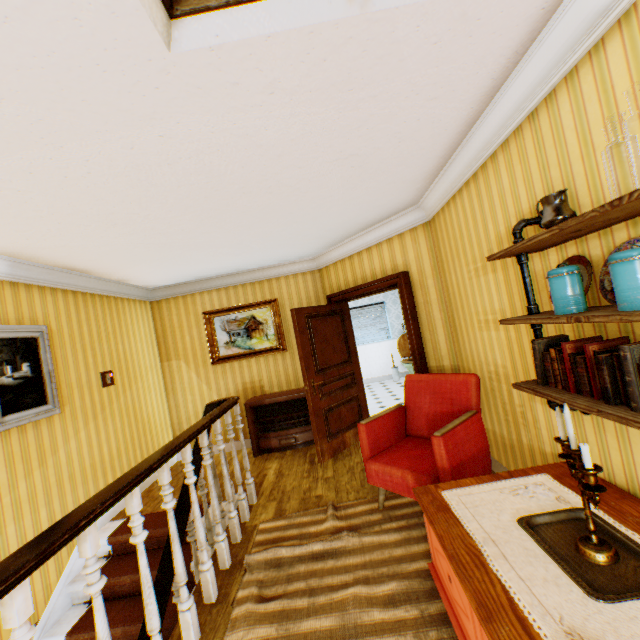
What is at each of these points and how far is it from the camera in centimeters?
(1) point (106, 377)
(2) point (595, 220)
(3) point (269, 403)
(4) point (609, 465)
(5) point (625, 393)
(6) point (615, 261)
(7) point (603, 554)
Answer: (1) light switch, 445cm
(2) shelf, 136cm
(3) heater, 541cm
(4) building, 191cm
(5) book, 139cm
(6) jar, 130cm
(7) candle holder, 138cm

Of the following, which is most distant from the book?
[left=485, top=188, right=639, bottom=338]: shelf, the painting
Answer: the painting

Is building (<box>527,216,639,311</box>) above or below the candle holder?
above

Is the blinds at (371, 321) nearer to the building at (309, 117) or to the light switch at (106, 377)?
the building at (309, 117)

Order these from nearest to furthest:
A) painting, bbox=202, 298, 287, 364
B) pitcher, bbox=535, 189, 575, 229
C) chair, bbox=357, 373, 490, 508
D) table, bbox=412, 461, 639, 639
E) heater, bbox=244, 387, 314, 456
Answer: table, bbox=412, 461, 639, 639, pitcher, bbox=535, 189, 575, 229, chair, bbox=357, 373, 490, 508, heater, bbox=244, 387, 314, 456, painting, bbox=202, 298, 287, 364

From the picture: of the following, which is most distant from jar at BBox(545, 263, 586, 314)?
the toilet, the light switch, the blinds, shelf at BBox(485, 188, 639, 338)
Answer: the blinds

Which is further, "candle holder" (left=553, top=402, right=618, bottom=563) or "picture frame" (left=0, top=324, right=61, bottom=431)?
"picture frame" (left=0, top=324, right=61, bottom=431)

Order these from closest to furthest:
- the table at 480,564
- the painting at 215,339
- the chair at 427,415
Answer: the table at 480,564
the chair at 427,415
the painting at 215,339
